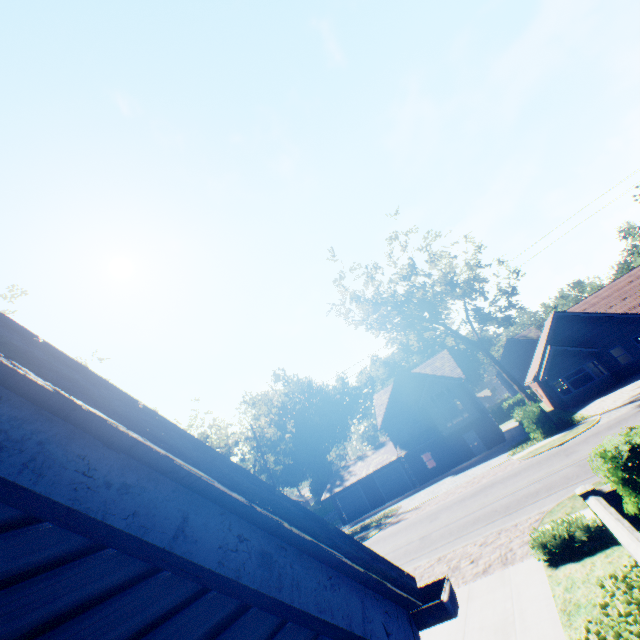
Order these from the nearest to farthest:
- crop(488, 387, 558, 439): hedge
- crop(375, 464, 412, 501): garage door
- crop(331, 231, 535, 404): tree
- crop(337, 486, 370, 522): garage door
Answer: crop(488, 387, 558, 439): hedge < crop(331, 231, 535, 404): tree < crop(375, 464, 412, 501): garage door < crop(337, 486, 370, 522): garage door

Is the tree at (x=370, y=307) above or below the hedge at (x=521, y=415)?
above

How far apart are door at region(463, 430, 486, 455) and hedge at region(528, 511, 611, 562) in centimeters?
2592cm

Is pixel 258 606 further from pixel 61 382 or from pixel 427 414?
A: pixel 427 414

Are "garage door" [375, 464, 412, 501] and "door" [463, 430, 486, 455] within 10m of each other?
yes

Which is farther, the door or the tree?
the door

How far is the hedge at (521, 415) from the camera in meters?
22.3

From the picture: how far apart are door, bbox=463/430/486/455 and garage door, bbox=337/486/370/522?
12.87m
